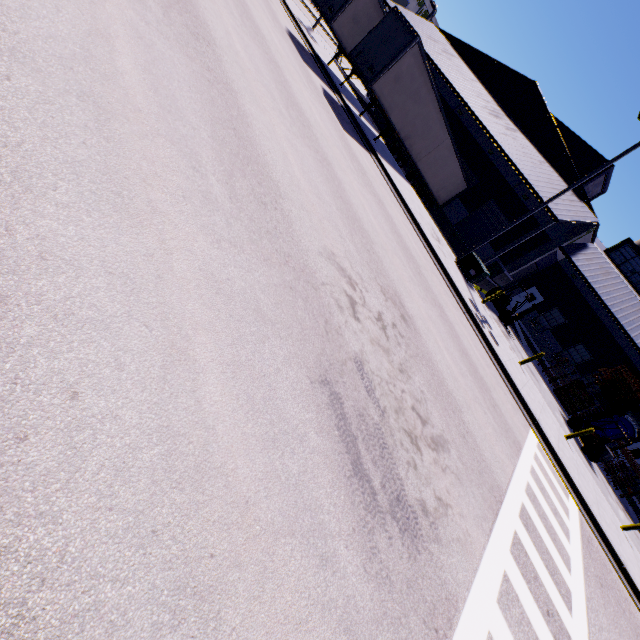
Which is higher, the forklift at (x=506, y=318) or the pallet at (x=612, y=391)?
the pallet at (x=612, y=391)

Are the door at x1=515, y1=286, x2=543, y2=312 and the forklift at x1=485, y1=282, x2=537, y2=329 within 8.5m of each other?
no

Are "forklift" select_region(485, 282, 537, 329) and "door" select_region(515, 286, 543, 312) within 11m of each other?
yes

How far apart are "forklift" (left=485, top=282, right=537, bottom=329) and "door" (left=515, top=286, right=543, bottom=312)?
9.57m

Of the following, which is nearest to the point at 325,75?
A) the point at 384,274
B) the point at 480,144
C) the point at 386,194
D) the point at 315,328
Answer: the point at 386,194

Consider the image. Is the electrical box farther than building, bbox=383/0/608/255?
No

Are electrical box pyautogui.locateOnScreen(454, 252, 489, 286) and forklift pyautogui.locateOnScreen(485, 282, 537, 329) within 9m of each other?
yes

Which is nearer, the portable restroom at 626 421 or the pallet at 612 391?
the pallet at 612 391
